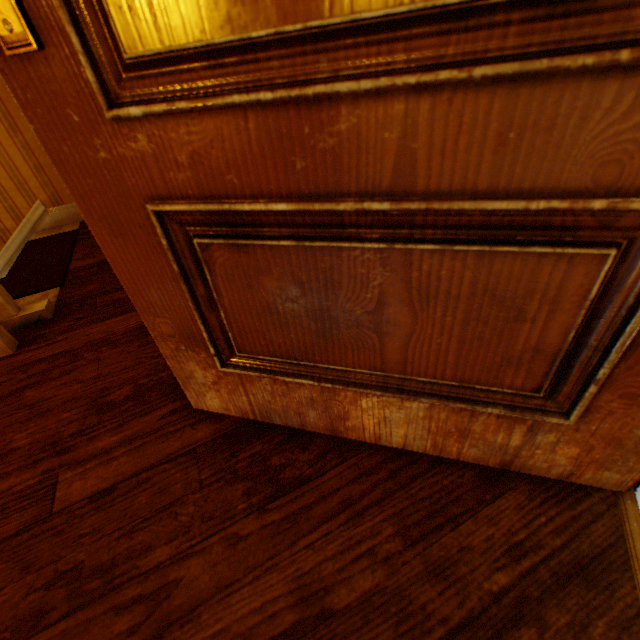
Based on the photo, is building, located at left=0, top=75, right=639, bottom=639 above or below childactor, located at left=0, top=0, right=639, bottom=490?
below

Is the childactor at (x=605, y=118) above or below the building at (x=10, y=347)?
above

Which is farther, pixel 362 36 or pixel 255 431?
pixel 255 431
